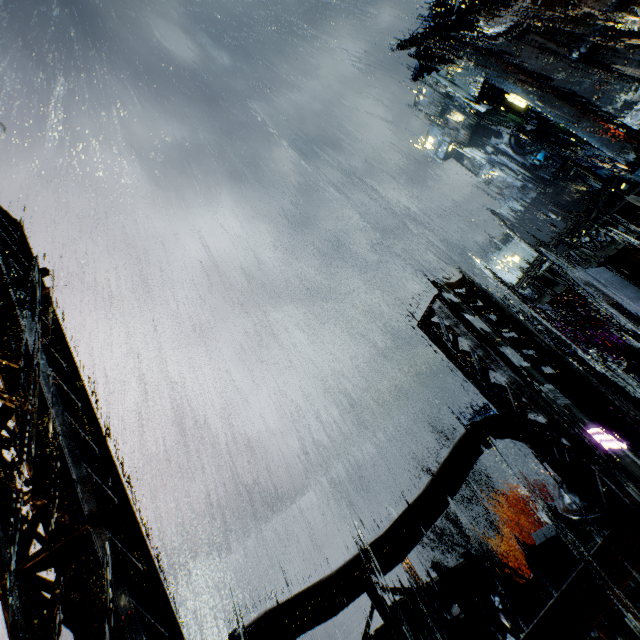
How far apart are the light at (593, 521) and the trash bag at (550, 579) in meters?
10.2 m

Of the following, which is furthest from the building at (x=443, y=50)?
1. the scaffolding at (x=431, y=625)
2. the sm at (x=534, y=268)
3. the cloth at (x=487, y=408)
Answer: the cloth at (x=487, y=408)

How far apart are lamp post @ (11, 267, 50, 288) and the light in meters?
6.6 m

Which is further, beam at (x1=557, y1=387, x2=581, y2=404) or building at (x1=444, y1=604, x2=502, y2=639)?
beam at (x1=557, y1=387, x2=581, y2=404)

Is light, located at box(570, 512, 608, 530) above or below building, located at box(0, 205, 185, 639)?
below

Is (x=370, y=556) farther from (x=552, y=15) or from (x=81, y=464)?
(x=552, y=15)

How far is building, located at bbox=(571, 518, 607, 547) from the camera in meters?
15.0 m

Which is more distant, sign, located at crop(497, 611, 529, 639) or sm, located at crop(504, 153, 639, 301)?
sm, located at crop(504, 153, 639, 301)
